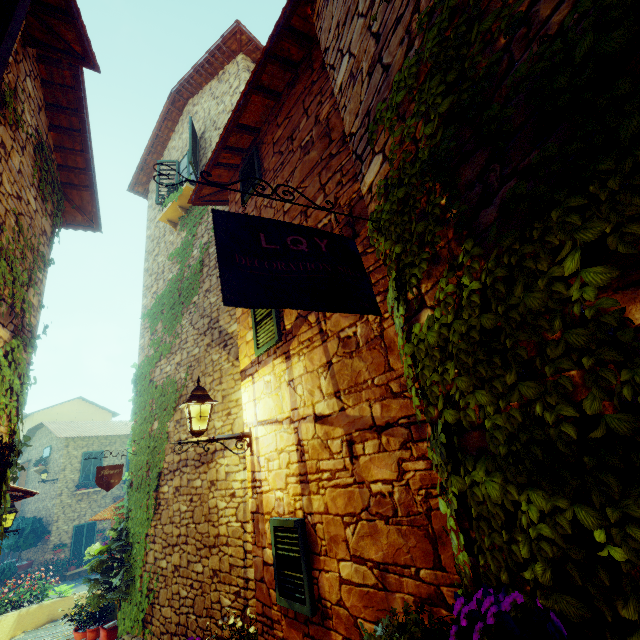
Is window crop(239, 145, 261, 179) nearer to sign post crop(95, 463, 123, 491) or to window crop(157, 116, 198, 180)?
sign post crop(95, 463, 123, 491)

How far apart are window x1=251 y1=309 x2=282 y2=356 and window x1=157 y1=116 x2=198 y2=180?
5.6m

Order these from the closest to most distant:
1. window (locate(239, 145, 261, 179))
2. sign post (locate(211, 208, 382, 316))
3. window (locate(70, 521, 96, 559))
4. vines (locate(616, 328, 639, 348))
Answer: vines (locate(616, 328, 639, 348))
sign post (locate(211, 208, 382, 316))
window (locate(239, 145, 261, 179))
window (locate(70, 521, 96, 559))

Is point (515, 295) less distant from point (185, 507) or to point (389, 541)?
point (389, 541)

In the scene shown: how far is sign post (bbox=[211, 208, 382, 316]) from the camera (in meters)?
1.46

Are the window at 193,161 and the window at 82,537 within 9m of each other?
no

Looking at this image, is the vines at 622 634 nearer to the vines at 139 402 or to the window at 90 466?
the vines at 139 402

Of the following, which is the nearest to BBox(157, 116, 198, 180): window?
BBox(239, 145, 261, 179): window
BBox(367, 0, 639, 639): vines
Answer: BBox(239, 145, 261, 179): window
